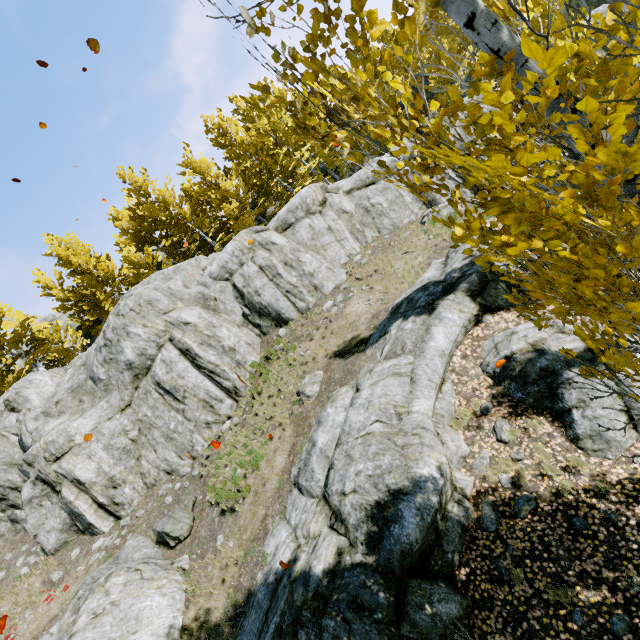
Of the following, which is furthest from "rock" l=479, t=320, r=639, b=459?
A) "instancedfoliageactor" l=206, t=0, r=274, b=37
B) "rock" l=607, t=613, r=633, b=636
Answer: "rock" l=607, t=613, r=633, b=636

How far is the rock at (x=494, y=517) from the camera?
6.2 meters

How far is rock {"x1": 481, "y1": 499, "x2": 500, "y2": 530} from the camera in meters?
6.2 m

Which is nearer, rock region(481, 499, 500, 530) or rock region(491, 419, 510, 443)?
rock region(481, 499, 500, 530)

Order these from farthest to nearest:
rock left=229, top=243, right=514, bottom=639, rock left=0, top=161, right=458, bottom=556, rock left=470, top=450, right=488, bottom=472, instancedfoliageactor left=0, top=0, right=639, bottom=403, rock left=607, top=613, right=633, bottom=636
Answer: rock left=0, top=161, right=458, bottom=556, rock left=470, top=450, right=488, bottom=472, rock left=229, top=243, right=514, bottom=639, rock left=607, top=613, right=633, bottom=636, instancedfoliageactor left=0, top=0, right=639, bottom=403

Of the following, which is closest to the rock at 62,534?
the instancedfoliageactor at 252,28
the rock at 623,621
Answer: the instancedfoliageactor at 252,28

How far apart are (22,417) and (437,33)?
35.6m

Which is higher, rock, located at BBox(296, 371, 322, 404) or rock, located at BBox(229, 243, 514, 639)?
rock, located at BBox(296, 371, 322, 404)
